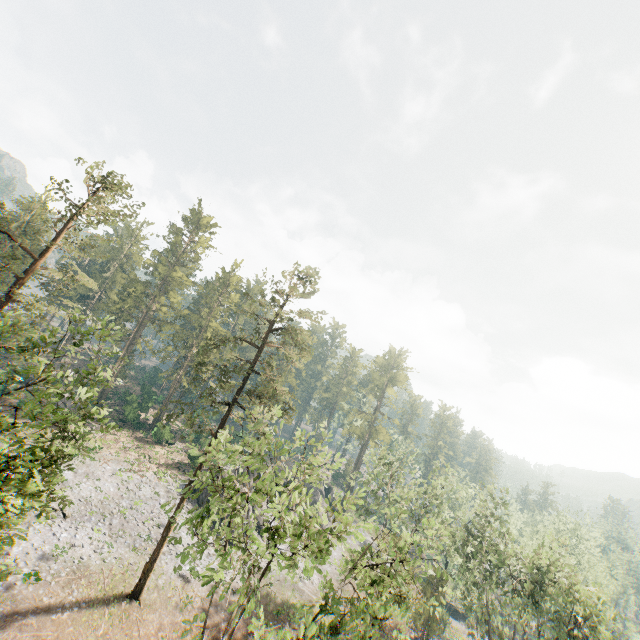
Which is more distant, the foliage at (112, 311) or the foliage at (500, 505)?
the foliage at (500, 505)

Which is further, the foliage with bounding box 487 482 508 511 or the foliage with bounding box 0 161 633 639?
the foliage with bounding box 487 482 508 511

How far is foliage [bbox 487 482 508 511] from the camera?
31.88m

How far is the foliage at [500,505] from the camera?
31.88m

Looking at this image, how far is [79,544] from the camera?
26.7m
